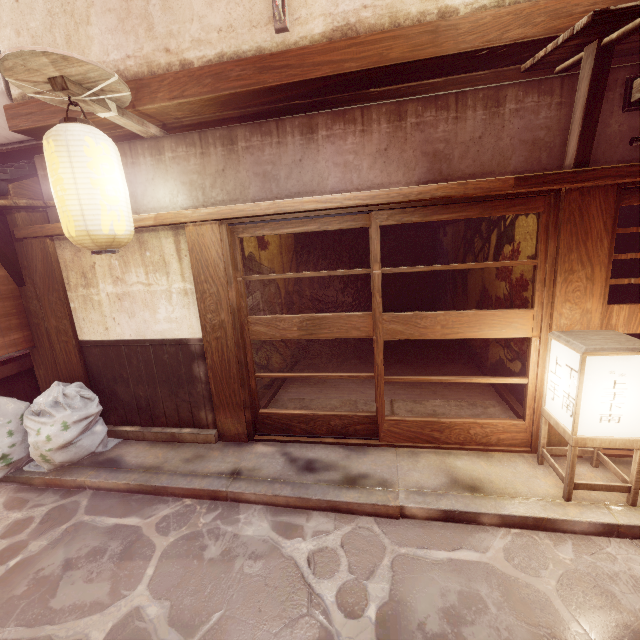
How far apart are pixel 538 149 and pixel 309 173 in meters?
4.2 m

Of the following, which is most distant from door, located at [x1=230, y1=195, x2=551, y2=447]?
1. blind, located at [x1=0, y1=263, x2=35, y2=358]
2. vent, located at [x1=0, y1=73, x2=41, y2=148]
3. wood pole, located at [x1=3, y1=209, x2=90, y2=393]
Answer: vent, located at [x1=0, y1=73, x2=41, y2=148]

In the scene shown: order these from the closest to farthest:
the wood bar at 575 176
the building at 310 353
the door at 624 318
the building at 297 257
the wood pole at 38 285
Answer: the wood bar at 575 176 < the door at 624 318 < the wood pole at 38 285 < the building at 297 257 < the building at 310 353

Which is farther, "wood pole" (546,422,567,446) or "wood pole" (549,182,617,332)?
"wood pole" (546,422,567,446)

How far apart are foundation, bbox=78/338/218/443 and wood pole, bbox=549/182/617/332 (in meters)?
7.15

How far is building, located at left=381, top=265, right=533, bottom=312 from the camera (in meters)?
8.12

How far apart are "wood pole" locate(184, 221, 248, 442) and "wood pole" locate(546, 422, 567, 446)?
6.3m

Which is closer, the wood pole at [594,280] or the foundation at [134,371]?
the wood pole at [594,280]
